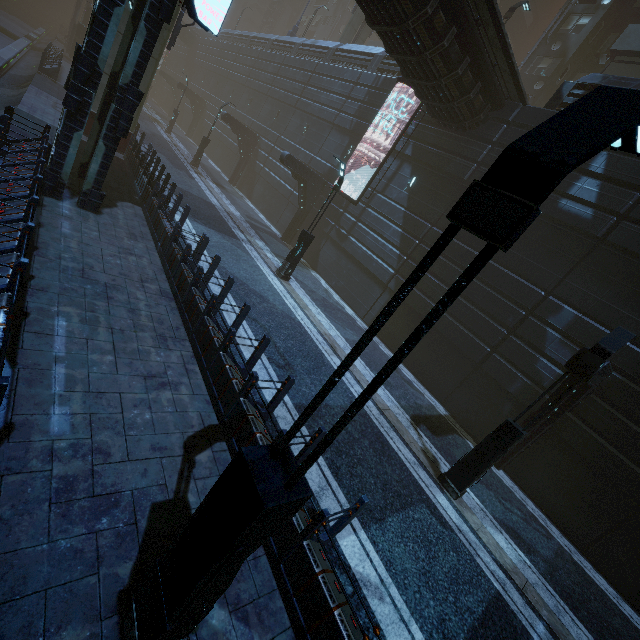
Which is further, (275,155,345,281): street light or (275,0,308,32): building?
(275,0,308,32): building

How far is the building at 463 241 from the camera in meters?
14.2 m

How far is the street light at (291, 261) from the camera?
13.6 meters

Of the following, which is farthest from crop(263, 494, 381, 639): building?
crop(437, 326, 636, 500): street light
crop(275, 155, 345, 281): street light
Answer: crop(275, 155, 345, 281): street light

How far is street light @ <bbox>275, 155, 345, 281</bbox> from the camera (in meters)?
13.57

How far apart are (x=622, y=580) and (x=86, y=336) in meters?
15.3 m

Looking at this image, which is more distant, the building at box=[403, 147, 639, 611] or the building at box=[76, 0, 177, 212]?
the building at box=[403, 147, 639, 611]

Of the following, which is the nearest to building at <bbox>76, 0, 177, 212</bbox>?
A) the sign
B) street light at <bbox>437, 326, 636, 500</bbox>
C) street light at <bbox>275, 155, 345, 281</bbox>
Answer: the sign
